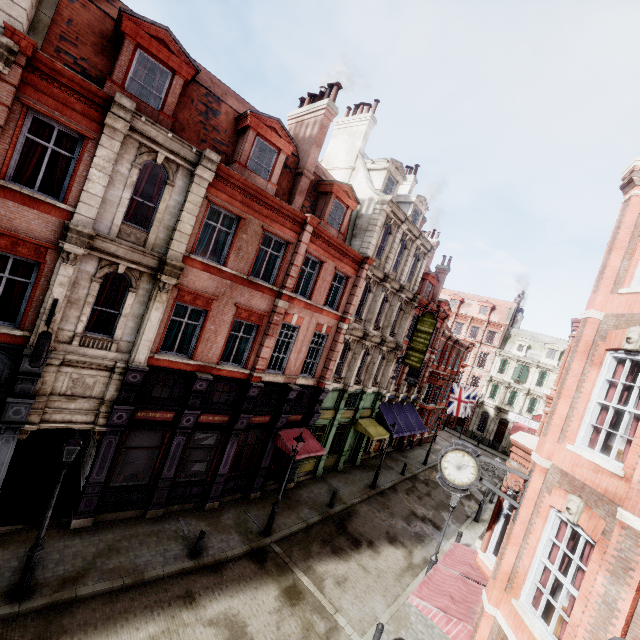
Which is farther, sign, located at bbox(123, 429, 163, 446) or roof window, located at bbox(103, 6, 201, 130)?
sign, located at bbox(123, 429, 163, 446)

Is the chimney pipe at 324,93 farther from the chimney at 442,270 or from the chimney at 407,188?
the chimney at 442,270

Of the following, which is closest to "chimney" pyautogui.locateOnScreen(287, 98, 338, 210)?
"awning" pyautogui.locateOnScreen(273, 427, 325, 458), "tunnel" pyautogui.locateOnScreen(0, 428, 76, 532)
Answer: "awning" pyautogui.locateOnScreen(273, 427, 325, 458)

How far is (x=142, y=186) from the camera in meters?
11.1 m

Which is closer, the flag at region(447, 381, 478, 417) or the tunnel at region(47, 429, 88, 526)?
the tunnel at region(47, 429, 88, 526)

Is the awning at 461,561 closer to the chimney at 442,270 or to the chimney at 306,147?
the chimney at 306,147

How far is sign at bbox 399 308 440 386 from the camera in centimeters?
2406cm

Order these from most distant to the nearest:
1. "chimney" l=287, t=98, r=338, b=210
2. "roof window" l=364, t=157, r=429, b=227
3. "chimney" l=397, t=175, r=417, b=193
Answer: "chimney" l=397, t=175, r=417, b=193 → "roof window" l=364, t=157, r=429, b=227 → "chimney" l=287, t=98, r=338, b=210
